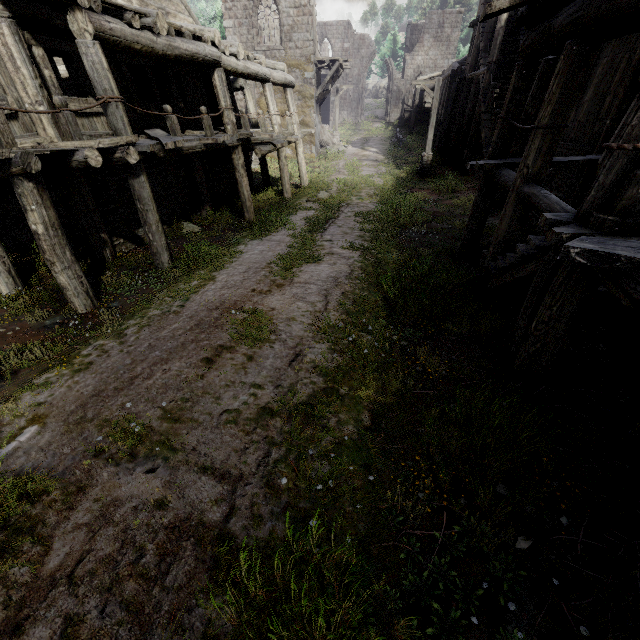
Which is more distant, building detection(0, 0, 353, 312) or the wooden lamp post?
the wooden lamp post

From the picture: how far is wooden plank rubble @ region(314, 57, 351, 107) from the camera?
22.69m

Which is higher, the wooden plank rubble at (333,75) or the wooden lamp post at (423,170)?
the wooden plank rubble at (333,75)

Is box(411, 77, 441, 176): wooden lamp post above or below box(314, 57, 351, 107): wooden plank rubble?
below

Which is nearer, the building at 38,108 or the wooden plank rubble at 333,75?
the building at 38,108

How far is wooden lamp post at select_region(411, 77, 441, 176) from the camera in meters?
17.2 m

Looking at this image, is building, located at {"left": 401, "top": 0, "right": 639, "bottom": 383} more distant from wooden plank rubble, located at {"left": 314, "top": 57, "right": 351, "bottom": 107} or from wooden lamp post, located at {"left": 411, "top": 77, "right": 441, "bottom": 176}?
wooden lamp post, located at {"left": 411, "top": 77, "right": 441, "bottom": 176}

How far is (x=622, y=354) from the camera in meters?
4.7 m
